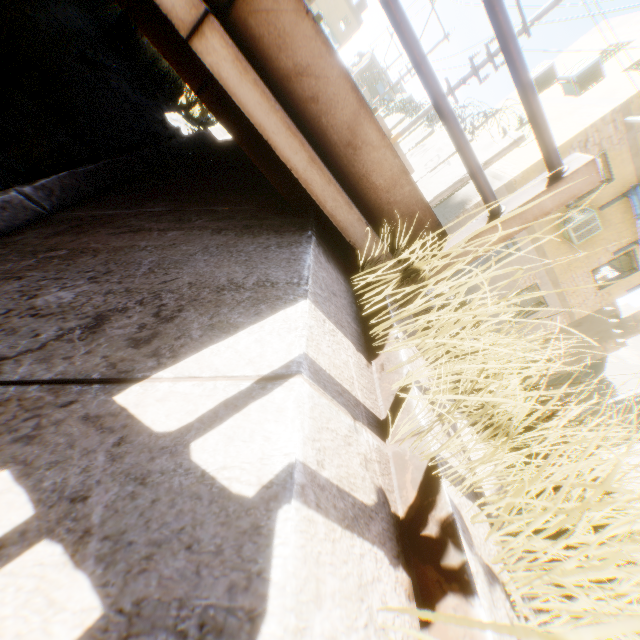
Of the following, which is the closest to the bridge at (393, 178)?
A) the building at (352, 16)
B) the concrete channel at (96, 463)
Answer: the concrete channel at (96, 463)

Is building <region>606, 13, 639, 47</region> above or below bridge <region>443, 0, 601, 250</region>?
above

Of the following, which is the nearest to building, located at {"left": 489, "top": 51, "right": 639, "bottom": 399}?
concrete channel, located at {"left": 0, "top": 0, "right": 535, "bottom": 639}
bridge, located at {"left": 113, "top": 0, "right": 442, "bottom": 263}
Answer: concrete channel, located at {"left": 0, "top": 0, "right": 535, "bottom": 639}

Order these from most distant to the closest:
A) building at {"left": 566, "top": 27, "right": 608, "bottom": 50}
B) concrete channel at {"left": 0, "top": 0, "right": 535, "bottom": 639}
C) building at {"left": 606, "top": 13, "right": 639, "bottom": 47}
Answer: building at {"left": 566, "top": 27, "right": 608, "bottom": 50}, building at {"left": 606, "top": 13, "right": 639, "bottom": 47}, concrete channel at {"left": 0, "top": 0, "right": 535, "bottom": 639}

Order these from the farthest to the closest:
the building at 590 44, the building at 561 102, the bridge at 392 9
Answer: the building at 590 44 → the building at 561 102 → the bridge at 392 9

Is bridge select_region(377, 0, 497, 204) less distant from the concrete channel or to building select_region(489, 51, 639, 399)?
the concrete channel

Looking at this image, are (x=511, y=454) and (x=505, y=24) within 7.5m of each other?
yes
